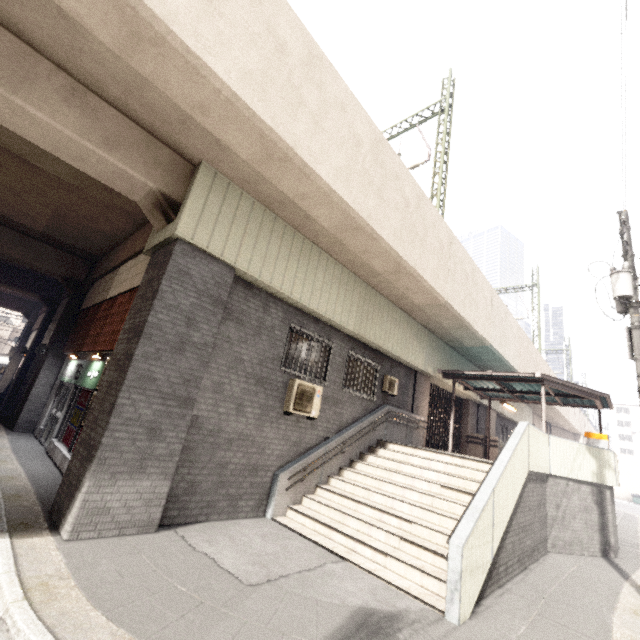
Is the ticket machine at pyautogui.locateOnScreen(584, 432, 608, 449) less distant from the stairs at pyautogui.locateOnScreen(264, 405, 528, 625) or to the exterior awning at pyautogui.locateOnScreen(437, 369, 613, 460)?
the exterior awning at pyautogui.locateOnScreen(437, 369, 613, 460)

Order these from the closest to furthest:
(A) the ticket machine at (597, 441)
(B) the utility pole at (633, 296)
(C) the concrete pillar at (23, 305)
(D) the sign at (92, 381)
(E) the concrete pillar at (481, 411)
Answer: (B) the utility pole at (633, 296) → (D) the sign at (92, 381) → (A) the ticket machine at (597, 441) → (E) the concrete pillar at (481, 411) → (C) the concrete pillar at (23, 305)

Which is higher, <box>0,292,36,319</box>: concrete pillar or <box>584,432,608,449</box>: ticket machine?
<box>0,292,36,319</box>: concrete pillar

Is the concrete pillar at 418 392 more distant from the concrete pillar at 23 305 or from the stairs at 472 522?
the concrete pillar at 23 305

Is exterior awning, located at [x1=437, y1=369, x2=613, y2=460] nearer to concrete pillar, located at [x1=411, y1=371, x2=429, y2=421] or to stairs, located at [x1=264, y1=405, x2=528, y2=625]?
concrete pillar, located at [x1=411, y1=371, x2=429, y2=421]

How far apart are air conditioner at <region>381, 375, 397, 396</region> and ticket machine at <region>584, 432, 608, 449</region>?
8.4m

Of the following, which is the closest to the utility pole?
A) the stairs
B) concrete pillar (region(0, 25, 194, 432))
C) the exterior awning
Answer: the stairs

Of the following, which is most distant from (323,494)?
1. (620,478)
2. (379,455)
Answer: (620,478)
